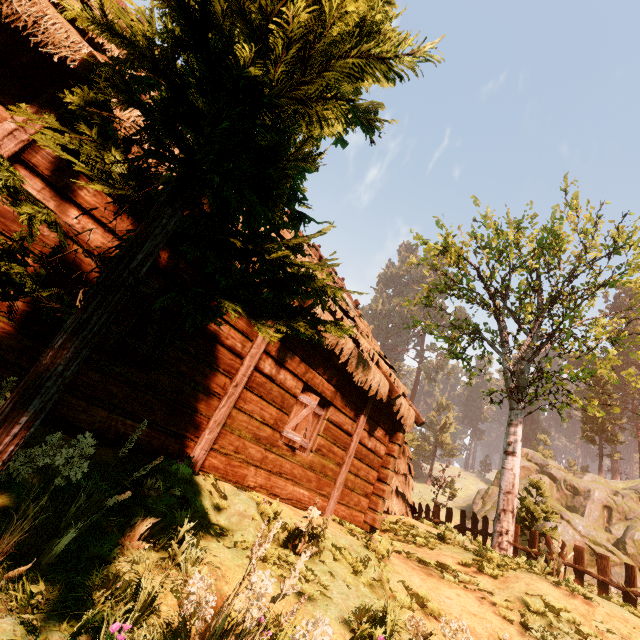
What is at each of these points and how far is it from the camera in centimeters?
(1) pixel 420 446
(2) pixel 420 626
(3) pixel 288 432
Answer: (1) treerock, 5872cm
(2) treerock, 290cm
(3) bp, 648cm

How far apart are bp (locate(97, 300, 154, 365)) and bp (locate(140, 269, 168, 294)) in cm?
15

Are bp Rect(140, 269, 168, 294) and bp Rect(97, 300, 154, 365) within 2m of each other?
yes

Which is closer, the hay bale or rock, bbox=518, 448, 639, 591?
the hay bale

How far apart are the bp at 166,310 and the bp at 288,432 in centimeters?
296cm

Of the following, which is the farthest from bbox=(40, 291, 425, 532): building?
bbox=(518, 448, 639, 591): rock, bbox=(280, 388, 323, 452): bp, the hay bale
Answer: bbox=(518, 448, 639, 591): rock

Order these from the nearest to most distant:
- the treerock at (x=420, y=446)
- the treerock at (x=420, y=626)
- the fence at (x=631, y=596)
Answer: the treerock at (x=420, y=626)
the fence at (x=631, y=596)
the treerock at (x=420, y=446)

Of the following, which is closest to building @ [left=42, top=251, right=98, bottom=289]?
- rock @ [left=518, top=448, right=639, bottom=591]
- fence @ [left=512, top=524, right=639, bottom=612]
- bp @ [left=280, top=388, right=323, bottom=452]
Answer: bp @ [left=280, top=388, right=323, bottom=452]
